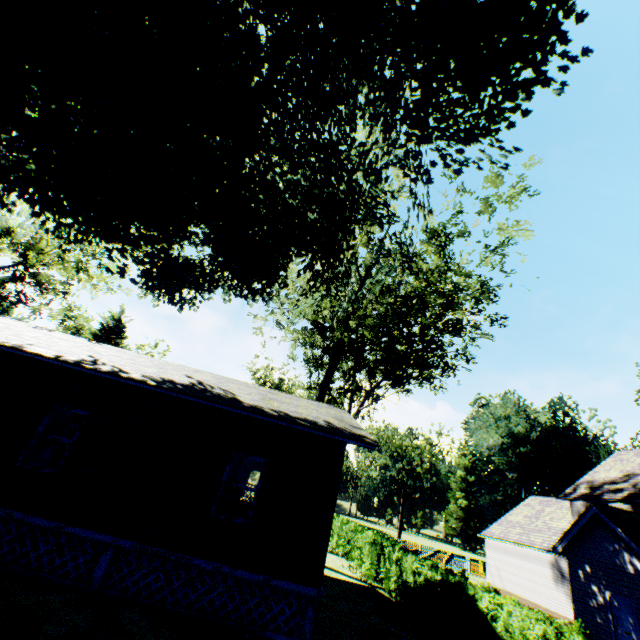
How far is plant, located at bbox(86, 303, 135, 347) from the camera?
33.7m

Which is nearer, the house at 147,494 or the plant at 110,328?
the house at 147,494

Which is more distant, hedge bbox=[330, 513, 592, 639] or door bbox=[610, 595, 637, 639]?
door bbox=[610, 595, 637, 639]

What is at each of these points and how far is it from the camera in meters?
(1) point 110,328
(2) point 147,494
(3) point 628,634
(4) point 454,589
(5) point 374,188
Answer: (1) plant, 34.1 m
(2) house, 8.1 m
(3) door, 13.1 m
(4) hedge, 9.5 m
(5) plant, 17.9 m

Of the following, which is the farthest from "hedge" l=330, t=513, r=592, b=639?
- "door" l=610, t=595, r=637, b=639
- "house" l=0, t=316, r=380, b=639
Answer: "door" l=610, t=595, r=637, b=639

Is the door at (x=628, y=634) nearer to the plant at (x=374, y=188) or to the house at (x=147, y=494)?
the house at (x=147, y=494)

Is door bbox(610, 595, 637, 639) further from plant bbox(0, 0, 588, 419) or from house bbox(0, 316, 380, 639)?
plant bbox(0, 0, 588, 419)
